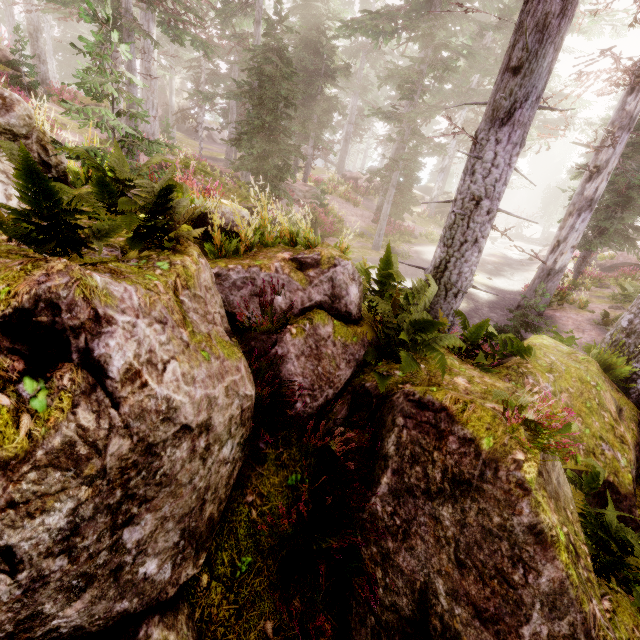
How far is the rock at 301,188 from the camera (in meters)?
21.59

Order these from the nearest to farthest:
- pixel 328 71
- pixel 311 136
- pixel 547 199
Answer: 1. pixel 328 71
2. pixel 311 136
3. pixel 547 199

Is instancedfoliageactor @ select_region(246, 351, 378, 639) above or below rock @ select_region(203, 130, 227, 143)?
below

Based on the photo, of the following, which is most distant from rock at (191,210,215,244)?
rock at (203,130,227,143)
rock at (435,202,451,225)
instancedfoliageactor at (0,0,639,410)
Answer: rock at (435,202,451,225)

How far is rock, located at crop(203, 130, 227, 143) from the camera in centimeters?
4491cm

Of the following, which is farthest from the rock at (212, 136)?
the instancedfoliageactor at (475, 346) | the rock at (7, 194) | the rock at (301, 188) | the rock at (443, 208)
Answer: the rock at (443, 208)

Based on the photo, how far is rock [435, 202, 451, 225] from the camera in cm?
3064

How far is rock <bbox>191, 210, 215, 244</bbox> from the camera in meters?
4.9 m
